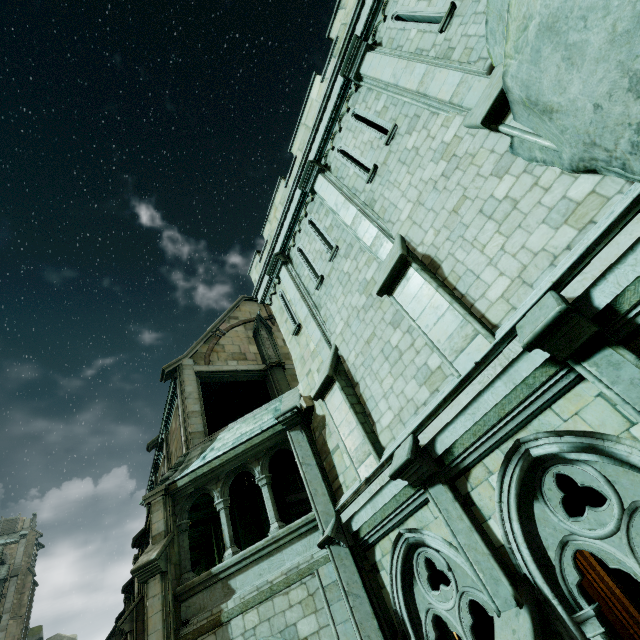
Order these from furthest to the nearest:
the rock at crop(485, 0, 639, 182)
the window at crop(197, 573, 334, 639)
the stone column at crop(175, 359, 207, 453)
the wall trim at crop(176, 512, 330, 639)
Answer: the stone column at crop(175, 359, 207, 453)
the wall trim at crop(176, 512, 330, 639)
the window at crop(197, 573, 334, 639)
the rock at crop(485, 0, 639, 182)

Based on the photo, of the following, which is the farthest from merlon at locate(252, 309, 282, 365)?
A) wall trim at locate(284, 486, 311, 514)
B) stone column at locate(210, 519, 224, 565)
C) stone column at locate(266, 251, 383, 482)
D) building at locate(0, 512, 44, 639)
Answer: building at locate(0, 512, 44, 639)

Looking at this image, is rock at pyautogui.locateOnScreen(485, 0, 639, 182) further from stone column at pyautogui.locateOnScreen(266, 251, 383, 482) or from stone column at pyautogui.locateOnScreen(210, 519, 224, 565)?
stone column at pyautogui.locateOnScreen(210, 519, 224, 565)

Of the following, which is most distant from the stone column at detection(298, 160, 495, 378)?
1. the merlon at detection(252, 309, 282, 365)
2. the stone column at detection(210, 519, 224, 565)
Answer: the stone column at detection(210, 519, 224, 565)

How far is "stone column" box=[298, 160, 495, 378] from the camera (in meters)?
5.04

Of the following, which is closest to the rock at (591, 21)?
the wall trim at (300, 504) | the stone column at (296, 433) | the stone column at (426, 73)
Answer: the stone column at (426, 73)

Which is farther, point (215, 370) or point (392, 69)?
point (215, 370)

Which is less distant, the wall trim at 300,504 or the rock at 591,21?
the rock at 591,21
